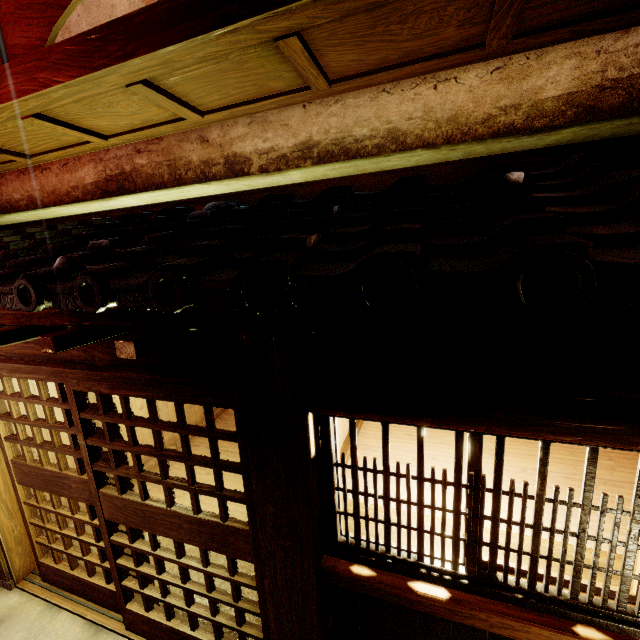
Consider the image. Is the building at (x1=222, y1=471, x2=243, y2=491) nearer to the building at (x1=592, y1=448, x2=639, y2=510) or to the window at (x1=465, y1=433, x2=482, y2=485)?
the building at (x1=592, y1=448, x2=639, y2=510)

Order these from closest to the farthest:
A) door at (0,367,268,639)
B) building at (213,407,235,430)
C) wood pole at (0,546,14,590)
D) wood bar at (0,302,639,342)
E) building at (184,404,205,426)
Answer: wood bar at (0,302,639,342)
door at (0,367,268,639)
wood pole at (0,546,14,590)
building at (184,404,205,426)
building at (213,407,235,430)

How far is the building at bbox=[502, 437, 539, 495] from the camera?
5.1 meters

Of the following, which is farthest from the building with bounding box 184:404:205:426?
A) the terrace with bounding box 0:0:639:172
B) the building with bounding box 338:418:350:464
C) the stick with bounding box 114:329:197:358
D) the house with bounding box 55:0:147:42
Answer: the terrace with bounding box 0:0:639:172

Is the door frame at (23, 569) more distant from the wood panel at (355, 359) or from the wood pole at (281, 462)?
the wood panel at (355, 359)

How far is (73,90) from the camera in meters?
3.9 m

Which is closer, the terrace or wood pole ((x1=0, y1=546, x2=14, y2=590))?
the terrace

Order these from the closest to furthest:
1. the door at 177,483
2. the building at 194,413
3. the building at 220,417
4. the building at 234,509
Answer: the door at 177,483 → the building at 234,509 → the building at 194,413 → the building at 220,417
